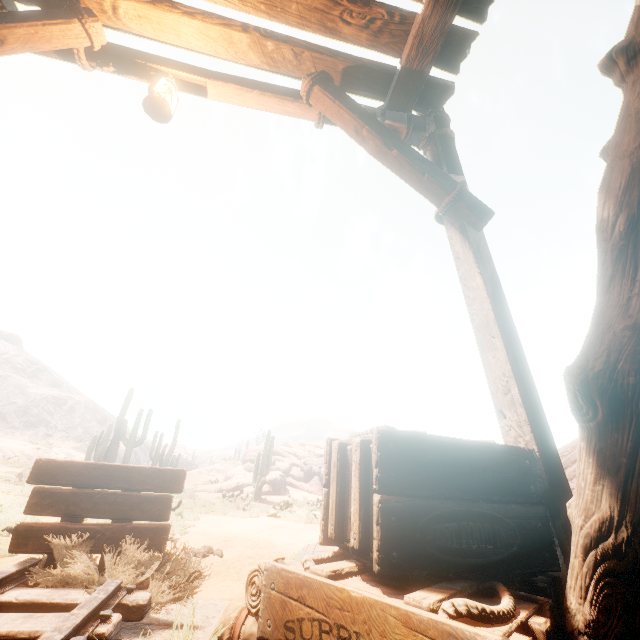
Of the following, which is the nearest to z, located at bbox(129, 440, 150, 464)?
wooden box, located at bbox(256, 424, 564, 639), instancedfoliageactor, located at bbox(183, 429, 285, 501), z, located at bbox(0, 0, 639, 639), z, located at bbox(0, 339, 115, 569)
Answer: z, located at bbox(0, 339, 115, 569)

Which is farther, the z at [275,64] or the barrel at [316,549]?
the barrel at [316,549]

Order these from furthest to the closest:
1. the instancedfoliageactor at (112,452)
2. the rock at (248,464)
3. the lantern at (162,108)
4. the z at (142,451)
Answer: the z at (142,451), the rock at (248,464), the instancedfoliageactor at (112,452), the lantern at (162,108)

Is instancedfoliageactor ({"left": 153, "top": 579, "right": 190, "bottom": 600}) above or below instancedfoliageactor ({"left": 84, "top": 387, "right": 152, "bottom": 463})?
below

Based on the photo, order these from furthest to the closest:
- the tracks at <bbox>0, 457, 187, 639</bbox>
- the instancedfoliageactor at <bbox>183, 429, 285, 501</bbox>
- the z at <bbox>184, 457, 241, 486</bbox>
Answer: the z at <bbox>184, 457, 241, 486</bbox>
the instancedfoliageactor at <bbox>183, 429, 285, 501</bbox>
the tracks at <bbox>0, 457, 187, 639</bbox>

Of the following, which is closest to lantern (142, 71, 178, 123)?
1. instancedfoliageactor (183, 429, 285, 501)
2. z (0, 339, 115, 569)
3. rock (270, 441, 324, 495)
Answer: instancedfoliageactor (183, 429, 285, 501)

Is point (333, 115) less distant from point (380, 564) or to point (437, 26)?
point (437, 26)

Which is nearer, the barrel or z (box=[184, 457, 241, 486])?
the barrel
